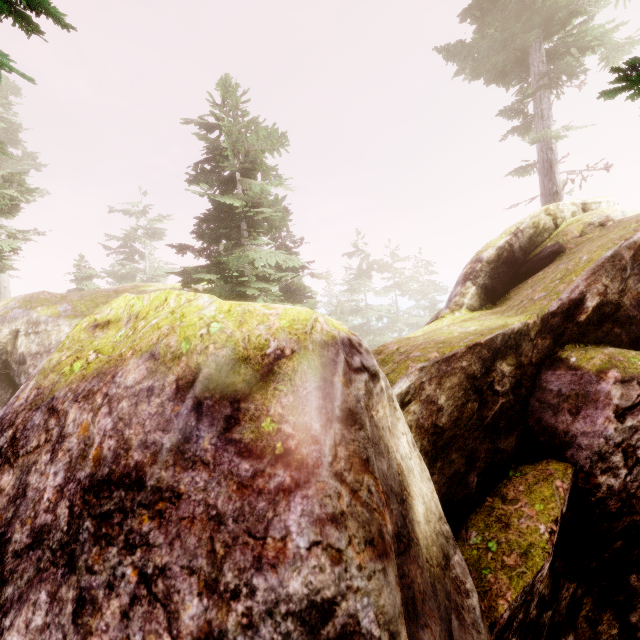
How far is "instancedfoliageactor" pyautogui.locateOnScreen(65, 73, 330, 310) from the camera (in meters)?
10.27

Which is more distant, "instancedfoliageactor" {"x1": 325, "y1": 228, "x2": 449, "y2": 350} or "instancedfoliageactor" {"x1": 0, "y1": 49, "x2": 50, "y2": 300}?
"instancedfoliageactor" {"x1": 325, "y1": 228, "x2": 449, "y2": 350}

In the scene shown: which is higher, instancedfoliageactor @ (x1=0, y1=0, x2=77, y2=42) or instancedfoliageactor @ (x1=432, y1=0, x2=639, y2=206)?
instancedfoliageactor @ (x1=432, y1=0, x2=639, y2=206)

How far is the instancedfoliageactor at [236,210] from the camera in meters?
10.3

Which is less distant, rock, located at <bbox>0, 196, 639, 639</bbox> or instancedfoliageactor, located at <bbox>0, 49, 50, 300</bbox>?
rock, located at <bbox>0, 196, 639, 639</bbox>

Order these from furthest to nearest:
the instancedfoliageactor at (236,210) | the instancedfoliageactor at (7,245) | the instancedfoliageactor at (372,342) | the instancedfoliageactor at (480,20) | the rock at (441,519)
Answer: the instancedfoliageactor at (372,342) → the instancedfoliageactor at (480,20) → the instancedfoliageactor at (7,245) → the instancedfoliageactor at (236,210) → the rock at (441,519)

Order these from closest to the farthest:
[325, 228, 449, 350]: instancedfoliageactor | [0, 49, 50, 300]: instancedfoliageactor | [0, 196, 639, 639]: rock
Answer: [0, 196, 639, 639]: rock
[0, 49, 50, 300]: instancedfoliageactor
[325, 228, 449, 350]: instancedfoliageactor

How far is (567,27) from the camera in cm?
1453
